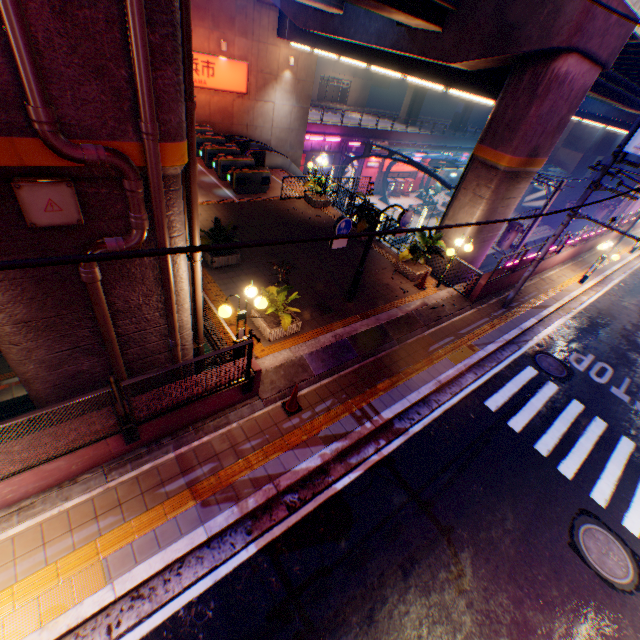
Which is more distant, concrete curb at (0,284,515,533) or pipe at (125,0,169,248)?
concrete curb at (0,284,515,533)

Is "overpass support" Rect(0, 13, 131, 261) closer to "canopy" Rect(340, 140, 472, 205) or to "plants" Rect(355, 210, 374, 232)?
"plants" Rect(355, 210, 374, 232)

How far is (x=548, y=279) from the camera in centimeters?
1656cm

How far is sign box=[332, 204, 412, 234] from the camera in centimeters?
836cm

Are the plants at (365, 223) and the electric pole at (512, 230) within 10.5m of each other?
yes

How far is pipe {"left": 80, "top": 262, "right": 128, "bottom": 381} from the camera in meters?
4.8 m

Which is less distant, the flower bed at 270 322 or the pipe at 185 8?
the pipe at 185 8

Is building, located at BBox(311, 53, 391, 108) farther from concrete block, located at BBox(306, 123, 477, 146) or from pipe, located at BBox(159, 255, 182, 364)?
pipe, located at BBox(159, 255, 182, 364)
